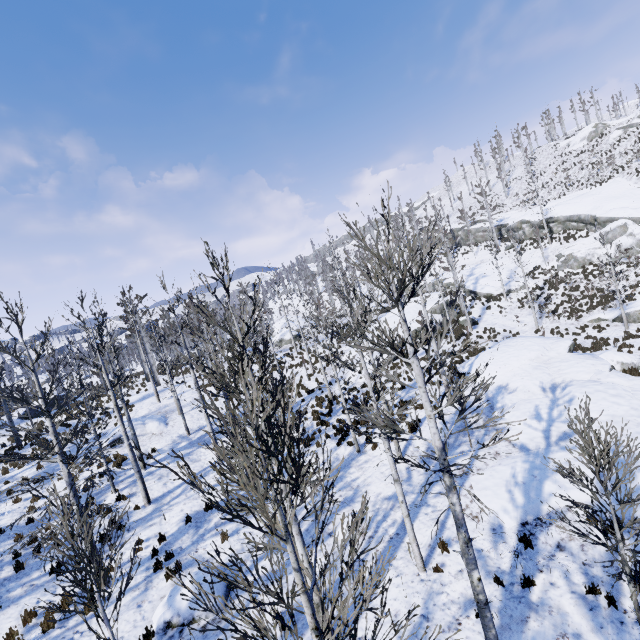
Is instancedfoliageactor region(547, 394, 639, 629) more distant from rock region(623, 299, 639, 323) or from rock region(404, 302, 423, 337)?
rock region(623, 299, 639, 323)

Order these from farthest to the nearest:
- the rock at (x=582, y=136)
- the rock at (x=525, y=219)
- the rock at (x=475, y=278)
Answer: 1. the rock at (x=582, y=136)
2. the rock at (x=525, y=219)
3. the rock at (x=475, y=278)

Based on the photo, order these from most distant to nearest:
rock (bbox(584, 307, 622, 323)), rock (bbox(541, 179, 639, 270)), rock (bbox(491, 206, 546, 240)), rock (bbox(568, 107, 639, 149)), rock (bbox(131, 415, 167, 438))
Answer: rock (bbox(568, 107, 639, 149)) < rock (bbox(491, 206, 546, 240)) < rock (bbox(541, 179, 639, 270)) < rock (bbox(584, 307, 622, 323)) < rock (bbox(131, 415, 167, 438))

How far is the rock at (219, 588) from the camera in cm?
912

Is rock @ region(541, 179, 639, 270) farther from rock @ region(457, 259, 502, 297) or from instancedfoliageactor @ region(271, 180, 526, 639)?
instancedfoliageactor @ region(271, 180, 526, 639)

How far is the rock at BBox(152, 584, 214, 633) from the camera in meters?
8.6 m

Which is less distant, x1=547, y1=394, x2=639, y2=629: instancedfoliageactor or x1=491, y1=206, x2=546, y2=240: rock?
x1=547, y1=394, x2=639, y2=629: instancedfoliageactor

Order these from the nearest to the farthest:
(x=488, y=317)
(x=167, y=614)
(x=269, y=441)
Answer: (x=269, y=441) < (x=167, y=614) < (x=488, y=317)
